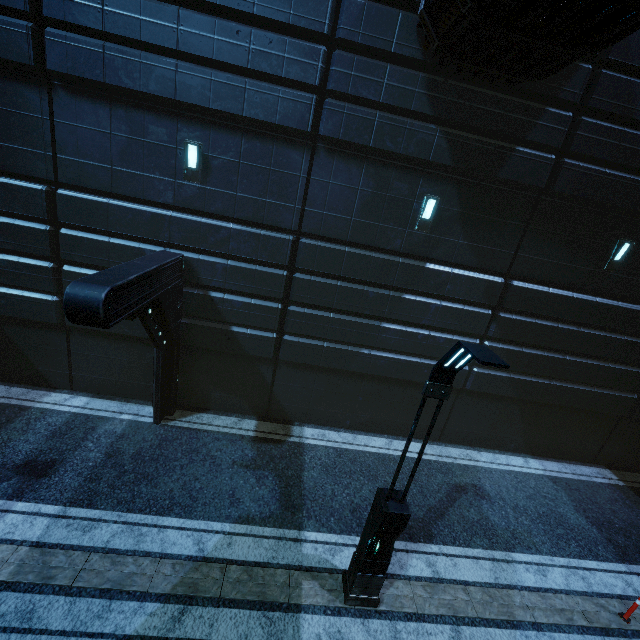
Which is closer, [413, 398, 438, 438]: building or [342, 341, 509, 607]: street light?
[342, 341, 509, 607]: street light

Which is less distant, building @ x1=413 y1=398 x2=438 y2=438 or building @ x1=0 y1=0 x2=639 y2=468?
building @ x1=0 y1=0 x2=639 y2=468

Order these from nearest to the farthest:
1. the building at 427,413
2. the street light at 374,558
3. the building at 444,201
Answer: the street light at 374,558, the building at 444,201, the building at 427,413

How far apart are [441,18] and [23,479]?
12.8 meters

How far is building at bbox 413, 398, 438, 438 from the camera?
10.5 meters

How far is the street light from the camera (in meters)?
4.11

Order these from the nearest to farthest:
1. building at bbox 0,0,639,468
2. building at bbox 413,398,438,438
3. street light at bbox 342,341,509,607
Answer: street light at bbox 342,341,509,607 → building at bbox 0,0,639,468 → building at bbox 413,398,438,438

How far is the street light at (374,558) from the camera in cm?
411
